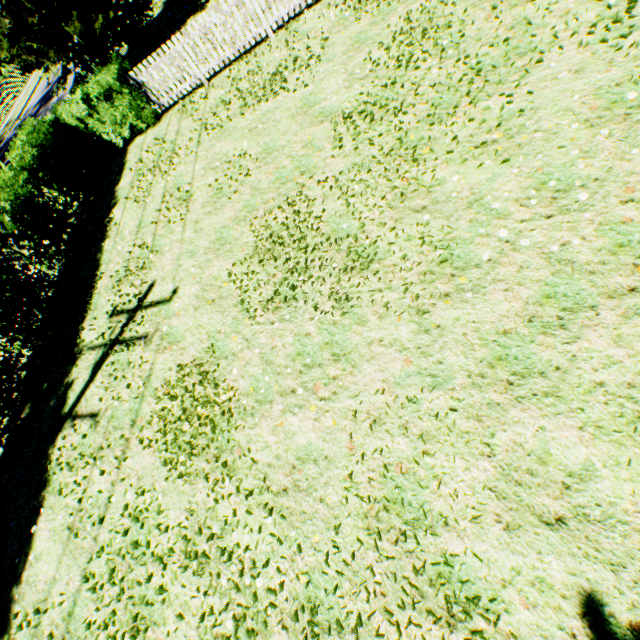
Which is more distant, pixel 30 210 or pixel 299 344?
pixel 30 210

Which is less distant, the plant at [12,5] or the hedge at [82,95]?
the hedge at [82,95]

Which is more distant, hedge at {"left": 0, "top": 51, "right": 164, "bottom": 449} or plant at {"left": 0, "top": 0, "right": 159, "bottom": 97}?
plant at {"left": 0, "top": 0, "right": 159, "bottom": 97}
